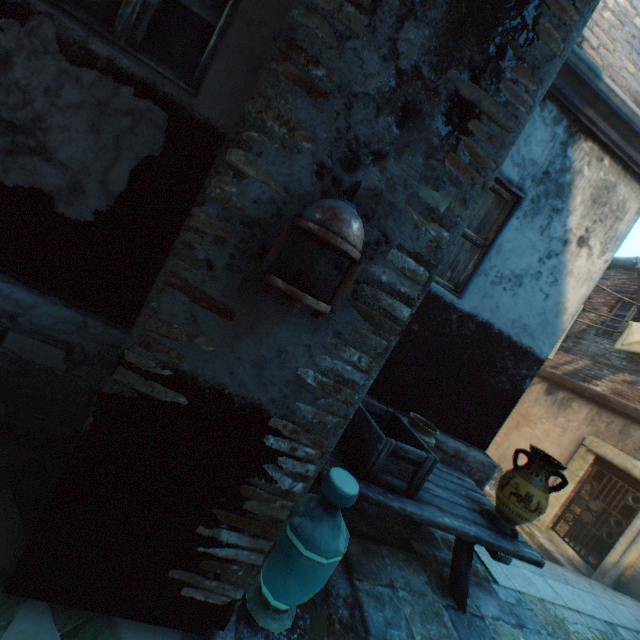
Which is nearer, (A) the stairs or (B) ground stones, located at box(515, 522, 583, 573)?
(A) the stairs

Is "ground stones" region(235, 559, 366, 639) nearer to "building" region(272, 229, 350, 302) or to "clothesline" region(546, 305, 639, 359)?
"building" region(272, 229, 350, 302)

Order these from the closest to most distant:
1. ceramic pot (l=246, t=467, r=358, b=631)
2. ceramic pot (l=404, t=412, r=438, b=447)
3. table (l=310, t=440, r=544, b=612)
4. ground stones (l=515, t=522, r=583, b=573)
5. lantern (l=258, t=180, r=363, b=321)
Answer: lantern (l=258, t=180, r=363, b=321), ceramic pot (l=246, t=467, r=358, b=631), table (l=310, t=440, r=544, b=612), ceramic pot (l=404, t=412, r=438, b=447), ground stones (l=515, t=522, r=583, b=573)

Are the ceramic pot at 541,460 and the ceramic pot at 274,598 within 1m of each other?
no

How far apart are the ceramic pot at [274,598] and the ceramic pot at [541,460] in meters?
1.7

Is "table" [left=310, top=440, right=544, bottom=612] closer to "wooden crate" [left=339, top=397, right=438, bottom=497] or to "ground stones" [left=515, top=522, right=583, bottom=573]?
"wooden crate" [left=339, top=397, right=438, bottom=497]

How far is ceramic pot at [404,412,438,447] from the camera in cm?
311

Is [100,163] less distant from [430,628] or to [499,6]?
[499,6]
